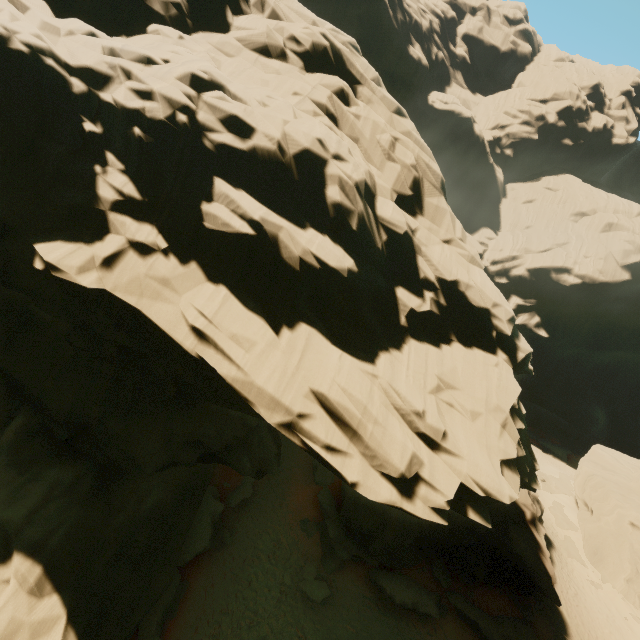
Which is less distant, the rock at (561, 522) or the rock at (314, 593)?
the rock at (314, 593)

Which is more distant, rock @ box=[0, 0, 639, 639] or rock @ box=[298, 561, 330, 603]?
rock @ box=[298, 561, 330, 603]

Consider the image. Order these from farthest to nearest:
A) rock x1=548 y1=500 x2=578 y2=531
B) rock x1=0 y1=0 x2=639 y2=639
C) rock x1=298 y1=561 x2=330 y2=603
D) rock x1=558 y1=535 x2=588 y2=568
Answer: rock x1=548 y1=500 x2=578 y2=531
rock x1=558 y1=535 x2=588 y2=568
rock x1=298 y1=561 x2=330 y2=603
rock x1=0 y1=0 x2=639 y2=639

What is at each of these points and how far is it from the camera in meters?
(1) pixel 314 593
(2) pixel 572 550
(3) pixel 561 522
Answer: (1) rock, 18.9 m
(2) rock, 31.2 m
(3) rock, 34.3 m

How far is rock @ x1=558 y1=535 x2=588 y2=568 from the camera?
30.4m

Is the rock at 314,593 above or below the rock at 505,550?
below
